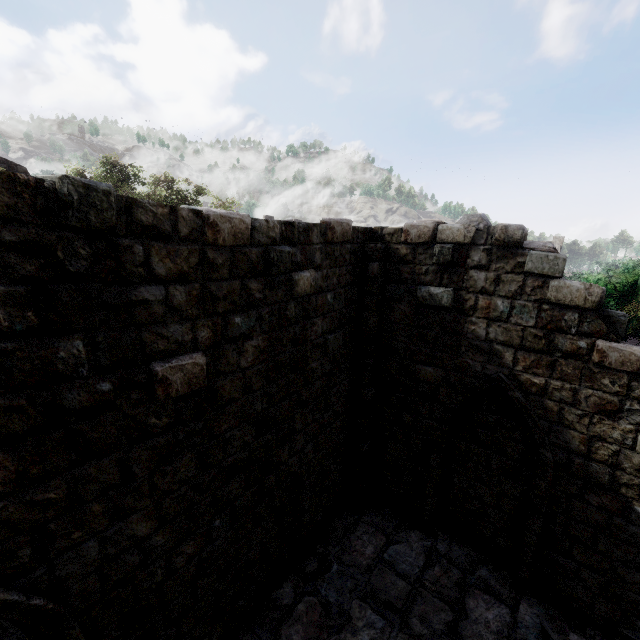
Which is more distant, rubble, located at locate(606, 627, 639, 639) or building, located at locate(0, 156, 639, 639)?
rubble, located at locate(606, 627, 639, 639)

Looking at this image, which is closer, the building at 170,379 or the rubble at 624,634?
the building at 170,379

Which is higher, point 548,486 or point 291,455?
point 291,455
